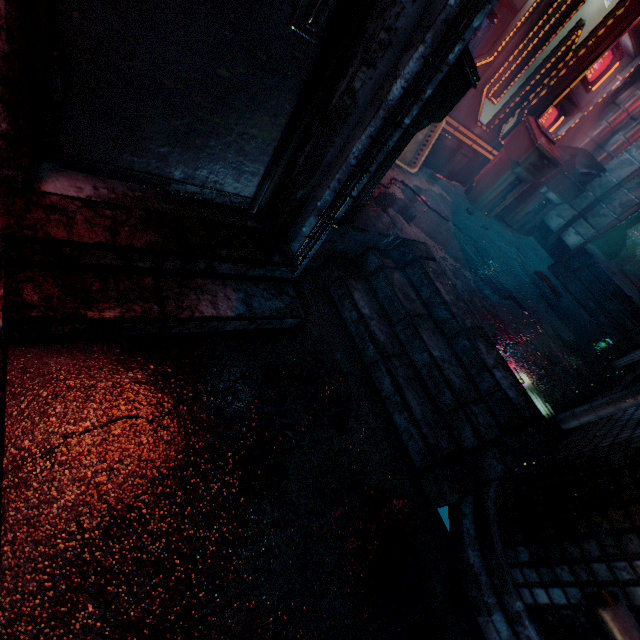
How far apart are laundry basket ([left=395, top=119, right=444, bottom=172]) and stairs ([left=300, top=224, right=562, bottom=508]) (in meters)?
1.31

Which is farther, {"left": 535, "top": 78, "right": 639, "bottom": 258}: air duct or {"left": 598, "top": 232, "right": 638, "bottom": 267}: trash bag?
{"left": 598, "top": 232, "right": 638, "bottom": 267}: trash bag

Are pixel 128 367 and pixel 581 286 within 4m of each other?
no

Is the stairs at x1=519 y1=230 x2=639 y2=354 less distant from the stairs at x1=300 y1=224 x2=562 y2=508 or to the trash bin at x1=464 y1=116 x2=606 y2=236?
the trash bin at x1=464 y1=116 x2=606 y2=236

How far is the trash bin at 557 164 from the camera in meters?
3.8 m

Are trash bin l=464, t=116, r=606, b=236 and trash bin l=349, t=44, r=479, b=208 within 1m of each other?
no

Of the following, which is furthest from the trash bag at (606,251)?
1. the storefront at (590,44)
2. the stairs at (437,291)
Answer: the stairs at (437,291)

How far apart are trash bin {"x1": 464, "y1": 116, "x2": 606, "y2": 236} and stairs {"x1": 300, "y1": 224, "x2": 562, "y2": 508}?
2.29m
